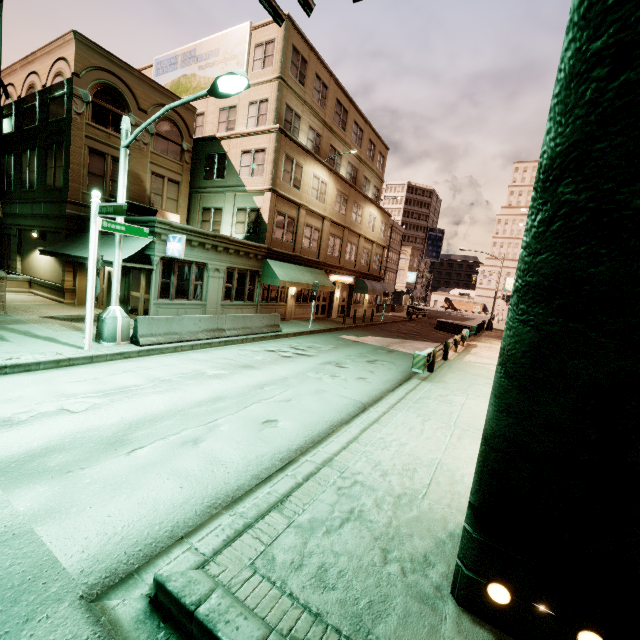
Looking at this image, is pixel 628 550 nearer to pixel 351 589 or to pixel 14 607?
pixel 351 589

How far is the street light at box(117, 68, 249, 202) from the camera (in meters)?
7.69

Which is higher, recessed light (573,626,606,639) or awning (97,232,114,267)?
awning (97,232,114,267)

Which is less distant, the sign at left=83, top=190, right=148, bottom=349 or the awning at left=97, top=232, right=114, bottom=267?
the sign at left=83, top=190, right=148, bottom=349

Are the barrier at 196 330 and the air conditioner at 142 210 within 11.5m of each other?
yes

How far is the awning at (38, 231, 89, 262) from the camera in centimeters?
1406cm

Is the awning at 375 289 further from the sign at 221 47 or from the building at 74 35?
the sign at 221 47

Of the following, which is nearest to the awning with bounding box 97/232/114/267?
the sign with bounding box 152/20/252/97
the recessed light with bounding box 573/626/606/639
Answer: the sign with bounding box 152/20/252/97
